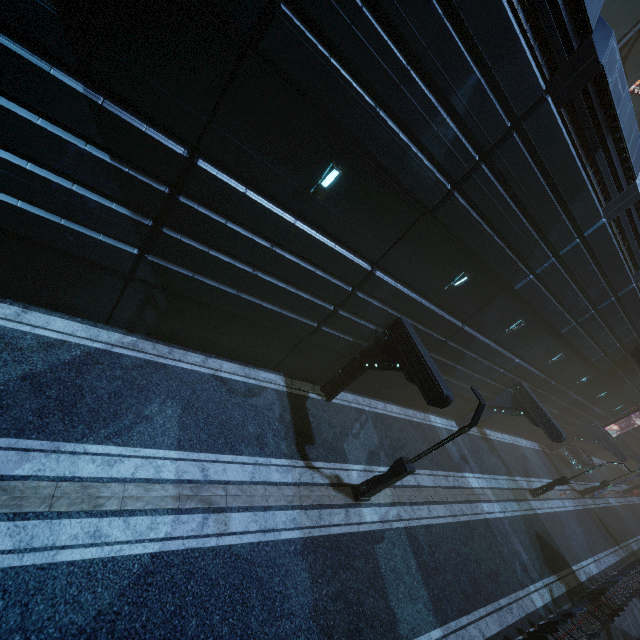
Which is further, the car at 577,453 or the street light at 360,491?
the car at 577,453

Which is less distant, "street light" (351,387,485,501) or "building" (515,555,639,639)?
"street light" (351,387,485,501)

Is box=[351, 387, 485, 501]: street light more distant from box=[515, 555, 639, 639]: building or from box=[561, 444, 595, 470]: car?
box=[561, 444, 595, 470]: car

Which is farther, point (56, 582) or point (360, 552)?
point (360, 552)

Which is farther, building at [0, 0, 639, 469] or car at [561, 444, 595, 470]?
car at [561, 444, 595, 470]

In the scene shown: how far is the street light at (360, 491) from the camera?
9.40m

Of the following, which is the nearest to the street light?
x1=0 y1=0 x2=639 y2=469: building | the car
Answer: x1=0 y1=0 x2=639 y2=469: building
